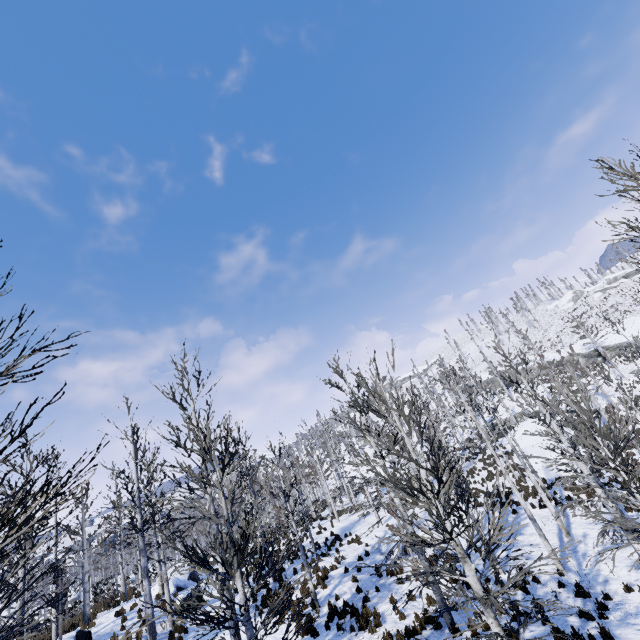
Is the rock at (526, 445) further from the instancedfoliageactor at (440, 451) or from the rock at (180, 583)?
the rock at (180, 583)

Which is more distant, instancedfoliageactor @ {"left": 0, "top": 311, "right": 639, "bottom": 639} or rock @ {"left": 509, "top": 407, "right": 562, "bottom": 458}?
rock @ {"left": 509, "top": 407, "right": 562, "bottom": 458}

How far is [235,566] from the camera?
6.53m

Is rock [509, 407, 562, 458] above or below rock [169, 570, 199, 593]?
below

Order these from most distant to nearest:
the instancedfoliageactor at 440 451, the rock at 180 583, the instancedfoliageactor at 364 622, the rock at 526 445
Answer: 1. the rock at 526 445
2. the rock at 180 583
3. the instancedfoliageactor at 364 622
4. the instancedfoliageactor at 440 451

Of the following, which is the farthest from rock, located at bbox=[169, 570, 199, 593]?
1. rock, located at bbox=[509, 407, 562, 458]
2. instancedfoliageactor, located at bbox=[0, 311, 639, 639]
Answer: rock, located at bbox=[509, 407, 562, 458]

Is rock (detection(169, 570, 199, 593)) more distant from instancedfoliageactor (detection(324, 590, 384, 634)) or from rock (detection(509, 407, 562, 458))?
rock (detection(509, 407, 562, 458))
